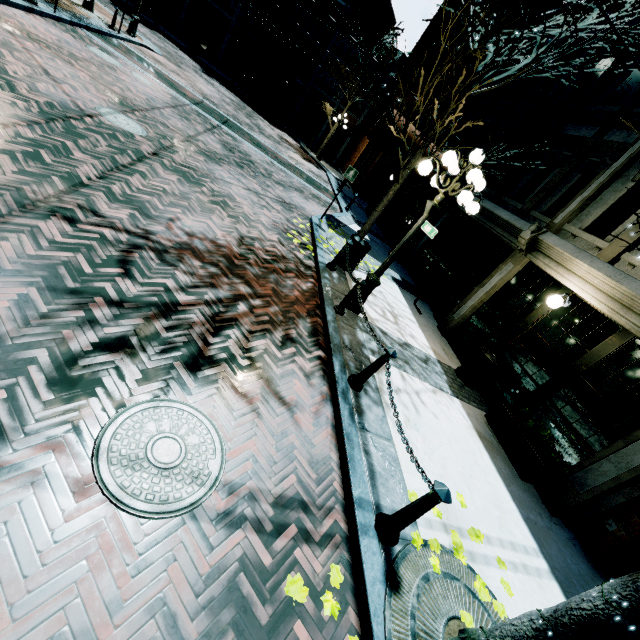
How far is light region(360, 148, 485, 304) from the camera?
5.2m

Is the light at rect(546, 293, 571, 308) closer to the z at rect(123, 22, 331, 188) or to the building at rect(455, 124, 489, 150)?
the building at rect(455, 124, 489, 150)

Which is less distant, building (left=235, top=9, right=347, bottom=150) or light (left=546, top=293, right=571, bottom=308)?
light (left=546, top=293, right=571, bottom=308)

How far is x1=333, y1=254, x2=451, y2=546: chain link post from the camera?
2.94m

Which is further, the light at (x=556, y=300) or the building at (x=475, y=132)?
the building at (x=475, y=132)

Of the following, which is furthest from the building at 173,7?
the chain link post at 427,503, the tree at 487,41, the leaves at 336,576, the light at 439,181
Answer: the leaves at 336,576

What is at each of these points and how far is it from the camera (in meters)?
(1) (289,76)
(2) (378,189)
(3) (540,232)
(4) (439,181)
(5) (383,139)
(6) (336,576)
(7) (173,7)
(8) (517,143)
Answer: (1) awning, 29.91
(2) building, 21.77
(3) building, 7.95
(4) light, 5.64
(5) awning, 11.27
(6) leaves, 2.79
(7) building, 29.58
(8) banner, 10.28

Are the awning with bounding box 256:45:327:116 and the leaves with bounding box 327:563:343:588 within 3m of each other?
no
